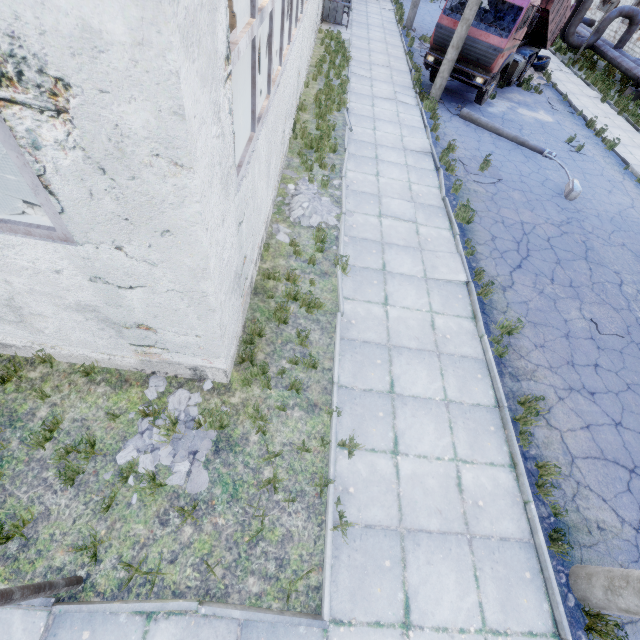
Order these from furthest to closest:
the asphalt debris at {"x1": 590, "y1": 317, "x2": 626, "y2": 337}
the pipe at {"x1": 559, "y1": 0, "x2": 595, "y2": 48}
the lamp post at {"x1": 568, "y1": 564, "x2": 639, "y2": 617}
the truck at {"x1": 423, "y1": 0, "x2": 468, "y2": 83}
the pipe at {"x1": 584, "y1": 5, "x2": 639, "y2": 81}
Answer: the pipe at {"x1": 559, "y1": 0, "x2": 595, "y2": 48} < the pipe at {"x1": 584, "y1": 5, "x2": 639, "y2": 81} < the truck at {"x1": 423, "y1": 0, "x2": 468, "y2": 83} < the asphalt debris at {"x1": 590, "y1": 317, "x2": 626, "y2": 337} < the lamp post at {"x1": 568, "y1": 564, "x2": 639, "y2": 617}

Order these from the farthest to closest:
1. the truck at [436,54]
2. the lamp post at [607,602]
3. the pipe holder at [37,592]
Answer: the truck at [436,54], the lamp post at [607,602], the pipe holder at [37,592]

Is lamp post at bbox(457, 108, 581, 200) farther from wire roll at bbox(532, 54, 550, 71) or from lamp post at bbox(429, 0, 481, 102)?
wire roll at bbox(532, 54, 550, 71)

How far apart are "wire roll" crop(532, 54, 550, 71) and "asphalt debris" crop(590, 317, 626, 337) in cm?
1933

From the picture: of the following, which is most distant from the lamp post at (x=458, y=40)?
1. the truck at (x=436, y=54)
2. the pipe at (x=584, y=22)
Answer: the pipe at (x=584, y=22)

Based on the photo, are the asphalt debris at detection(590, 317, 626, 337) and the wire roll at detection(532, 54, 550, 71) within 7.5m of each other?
no

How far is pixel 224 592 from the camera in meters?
3.8

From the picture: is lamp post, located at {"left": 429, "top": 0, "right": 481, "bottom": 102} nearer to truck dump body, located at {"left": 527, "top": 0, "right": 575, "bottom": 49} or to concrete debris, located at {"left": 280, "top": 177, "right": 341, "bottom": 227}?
truck dump body, located at {"left": 527, "top": 0, "right": 575, "bottom": 49}
